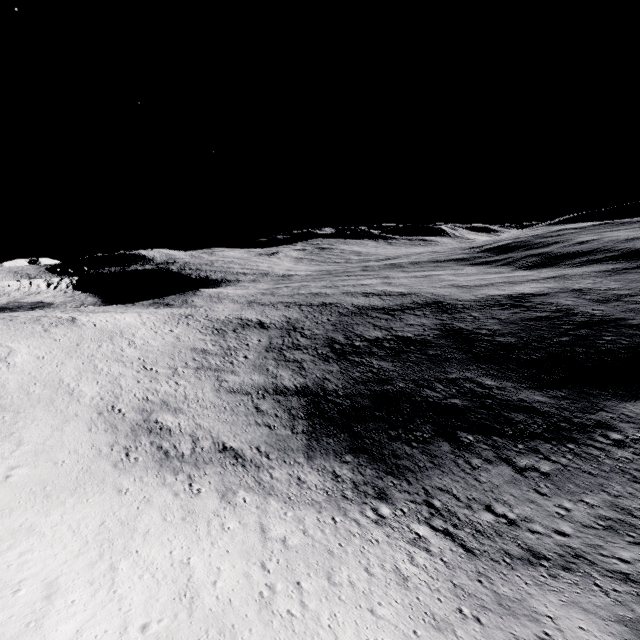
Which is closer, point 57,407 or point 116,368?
point 57,407
